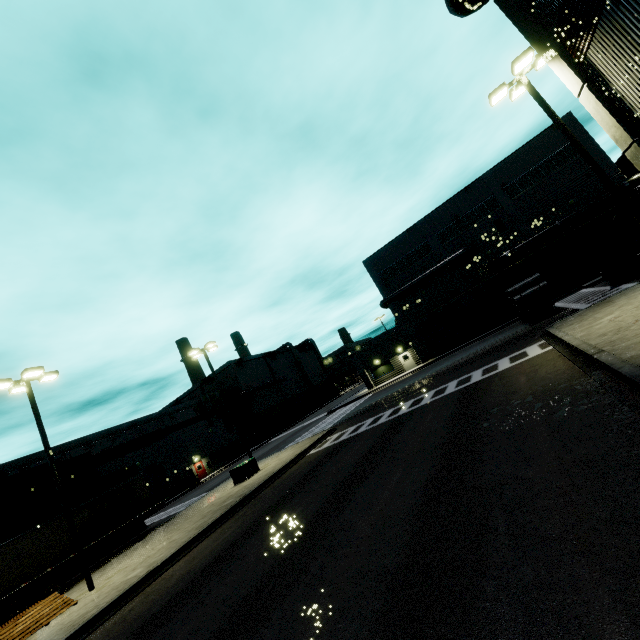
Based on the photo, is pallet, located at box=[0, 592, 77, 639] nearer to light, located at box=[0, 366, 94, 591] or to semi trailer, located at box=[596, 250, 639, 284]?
light, located at box=[0, 366, 94, 591]

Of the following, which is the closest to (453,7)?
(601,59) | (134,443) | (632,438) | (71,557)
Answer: (601,59)

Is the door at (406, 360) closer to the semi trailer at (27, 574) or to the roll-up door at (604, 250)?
the roll-up door at (604, 250)

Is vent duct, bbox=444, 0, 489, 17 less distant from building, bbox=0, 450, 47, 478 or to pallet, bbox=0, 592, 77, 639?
building, bbox=0, 450, 47, 478

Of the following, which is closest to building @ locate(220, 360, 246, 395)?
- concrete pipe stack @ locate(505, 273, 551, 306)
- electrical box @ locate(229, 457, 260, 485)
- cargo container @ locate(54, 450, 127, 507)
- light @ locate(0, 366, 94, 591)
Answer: light @ locate(0, 366, 94, 591)

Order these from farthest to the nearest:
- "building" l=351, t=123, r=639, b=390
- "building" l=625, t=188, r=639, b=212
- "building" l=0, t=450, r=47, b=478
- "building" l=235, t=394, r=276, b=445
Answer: "building" l=235, t=394, r=276, b=445 → "building" l=351, t=123, r=639, b=390 → "building" l=0, t=450, r=47, b=478 → "building" l=625, t=188, r=639, b=212

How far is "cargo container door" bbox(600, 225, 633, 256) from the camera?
19.5 meters

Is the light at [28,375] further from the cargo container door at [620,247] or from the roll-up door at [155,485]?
the cargo container door at [620,247]
